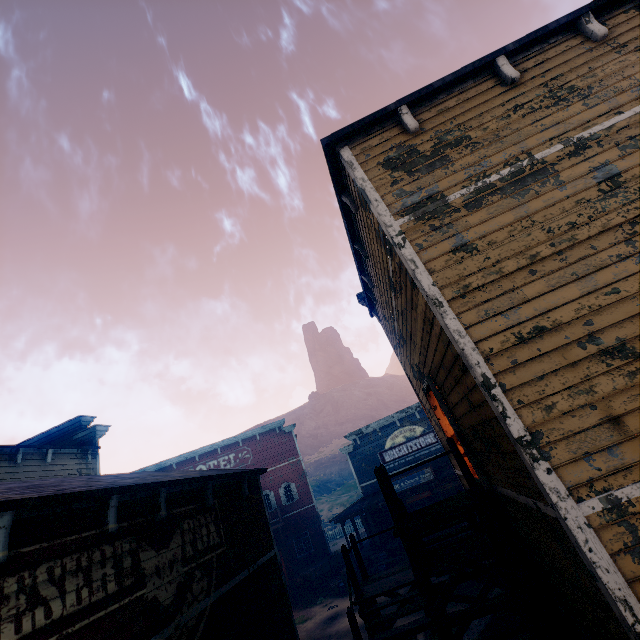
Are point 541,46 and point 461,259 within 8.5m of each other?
yes

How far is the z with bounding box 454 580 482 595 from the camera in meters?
13.9

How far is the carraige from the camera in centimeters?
2095cm

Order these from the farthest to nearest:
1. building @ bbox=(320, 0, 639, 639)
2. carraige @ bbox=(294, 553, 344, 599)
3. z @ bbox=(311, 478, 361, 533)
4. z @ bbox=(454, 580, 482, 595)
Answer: z @ bbox=(311, 478, 361, 533) → carraige @ bbox=(294, 553, 344, 599) → z @ bbox=(454, 580, 482, 595) → building @ bbox=(320, 0, 639, 639)

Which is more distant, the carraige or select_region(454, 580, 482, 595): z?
the carraige

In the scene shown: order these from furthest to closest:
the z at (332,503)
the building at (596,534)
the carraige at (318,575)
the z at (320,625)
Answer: the z at (332,503) < the carraige at (318,575) < the z at (320,625) < the building at (596,534)

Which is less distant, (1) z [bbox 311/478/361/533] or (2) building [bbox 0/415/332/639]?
(2) building [bbox 0/415/332/639]

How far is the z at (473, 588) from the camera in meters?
13.9
